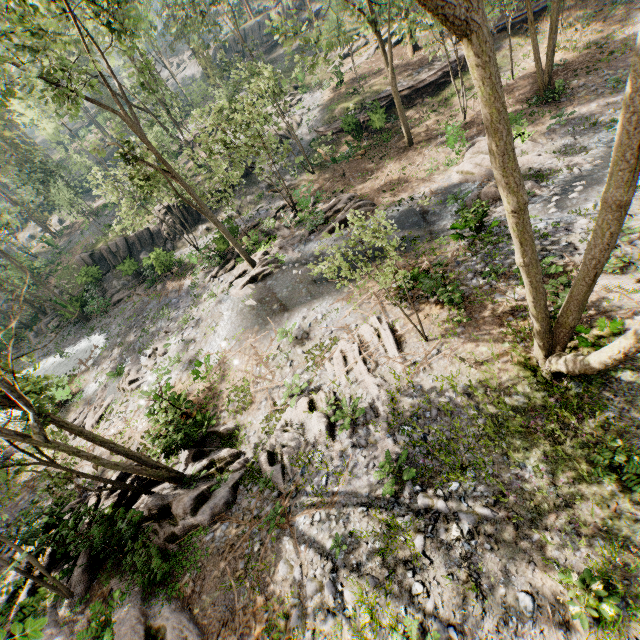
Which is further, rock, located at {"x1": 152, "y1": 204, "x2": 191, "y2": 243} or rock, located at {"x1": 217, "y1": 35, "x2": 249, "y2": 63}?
rock, located at {"x1": 217, "y1": 35, "x2": 249, "y2": 63}

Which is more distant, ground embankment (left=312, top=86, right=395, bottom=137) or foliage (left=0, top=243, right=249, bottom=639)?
ground embankment (left=312, top=86, right=395, bottom=137)

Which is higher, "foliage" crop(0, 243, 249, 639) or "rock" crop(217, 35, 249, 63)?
"rock" crop(217, 35, 249, 63)

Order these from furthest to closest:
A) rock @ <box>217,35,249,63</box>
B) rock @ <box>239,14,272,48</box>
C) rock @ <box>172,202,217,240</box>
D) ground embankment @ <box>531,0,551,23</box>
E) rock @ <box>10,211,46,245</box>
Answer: rock @ <box>10,211,46,245</box>
rock @ <box>217,35,249,63</box>
rock @ <box>239,14,272,48</box>
rock @ <box>172,202,217,240</box>
ground embankment @ <box>531,0,551,23</box>

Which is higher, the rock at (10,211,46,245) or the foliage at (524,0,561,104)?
the rock at (10,211,46,245)

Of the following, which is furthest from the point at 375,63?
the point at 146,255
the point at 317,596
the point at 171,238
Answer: the point at 317,596

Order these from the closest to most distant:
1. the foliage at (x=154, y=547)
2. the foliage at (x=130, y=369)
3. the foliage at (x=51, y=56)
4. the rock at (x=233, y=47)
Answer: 1. the foliage at (x=154, y=547)
2. the foliage at (x=51, y=56)
3. the foliage at (x=130, y=369)
4. the rock at (x=233, y=47)

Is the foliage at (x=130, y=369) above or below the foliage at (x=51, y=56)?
below
